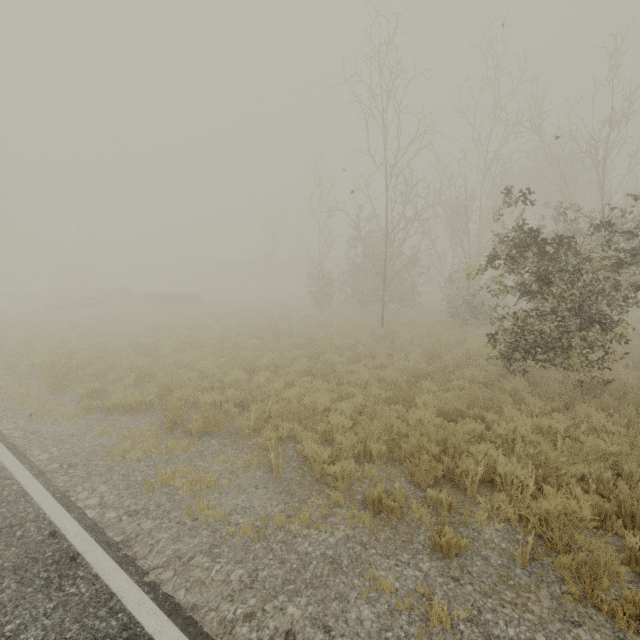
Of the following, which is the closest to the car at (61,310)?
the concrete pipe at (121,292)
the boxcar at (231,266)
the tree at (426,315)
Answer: the concrete pipe at (121,292)

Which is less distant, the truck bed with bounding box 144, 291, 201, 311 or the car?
the car

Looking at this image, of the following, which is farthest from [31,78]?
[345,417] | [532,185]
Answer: [532,185]

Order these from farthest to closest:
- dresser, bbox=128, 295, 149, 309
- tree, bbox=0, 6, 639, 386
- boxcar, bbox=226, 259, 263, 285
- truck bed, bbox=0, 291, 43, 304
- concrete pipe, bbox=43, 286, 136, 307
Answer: boxcar, bbox=226, 259, 263, 285 < truck bed, bbox=0, 291, 43, 304 < concrete pipe, bbox=43, 286, 136, 307 < dresser, bbox=128, 295, 149, 309 < tree, bbox=0, 6, 639, 386

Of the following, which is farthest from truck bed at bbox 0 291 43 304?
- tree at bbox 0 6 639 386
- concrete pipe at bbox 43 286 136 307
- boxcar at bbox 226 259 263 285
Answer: boxcar at bbox 226 259 263 285

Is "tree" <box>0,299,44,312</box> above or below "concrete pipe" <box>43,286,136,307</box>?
below

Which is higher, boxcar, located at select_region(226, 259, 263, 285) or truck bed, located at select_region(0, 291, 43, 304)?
boxcar, located at select_region(226, 259, 263, 285)

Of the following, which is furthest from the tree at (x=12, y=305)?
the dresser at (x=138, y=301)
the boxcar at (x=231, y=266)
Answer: the boxcar at (x=231, y=266)
